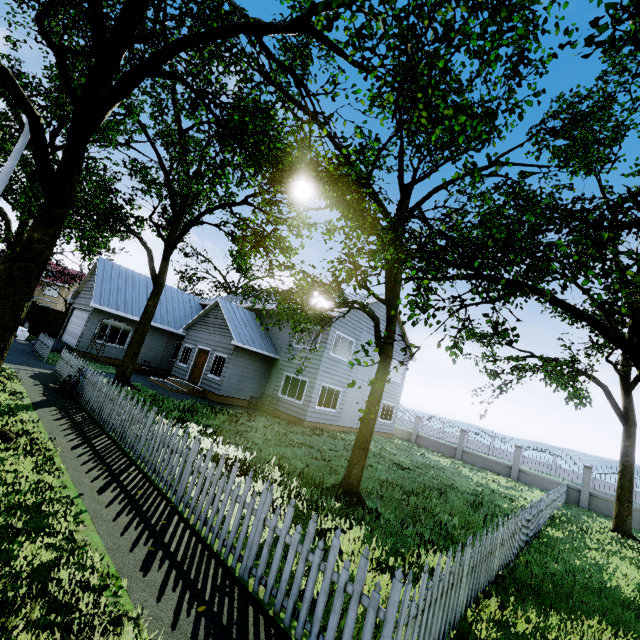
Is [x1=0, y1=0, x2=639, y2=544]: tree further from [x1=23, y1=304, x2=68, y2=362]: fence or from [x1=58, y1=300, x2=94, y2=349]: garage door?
[x1=58, y1=300, x2=94, y2=349]: garage door

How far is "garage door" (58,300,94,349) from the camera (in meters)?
19.72

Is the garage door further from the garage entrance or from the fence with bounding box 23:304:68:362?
the fence with bounding box 23:304:68:362

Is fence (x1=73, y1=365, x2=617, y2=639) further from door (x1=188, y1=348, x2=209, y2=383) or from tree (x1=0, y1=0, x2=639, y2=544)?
door (x1=188, y1=348, x2=209, y2=383)

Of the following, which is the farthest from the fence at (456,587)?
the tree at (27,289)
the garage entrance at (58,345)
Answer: the garage entrance at (58,345)

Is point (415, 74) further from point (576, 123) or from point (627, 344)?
point (576, 123)

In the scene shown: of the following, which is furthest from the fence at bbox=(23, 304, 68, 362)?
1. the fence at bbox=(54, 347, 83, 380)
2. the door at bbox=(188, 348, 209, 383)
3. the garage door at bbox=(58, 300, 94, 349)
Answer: the door at bbox=(188, 348, 209, 383)

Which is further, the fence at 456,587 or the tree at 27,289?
the tree at 27,289
